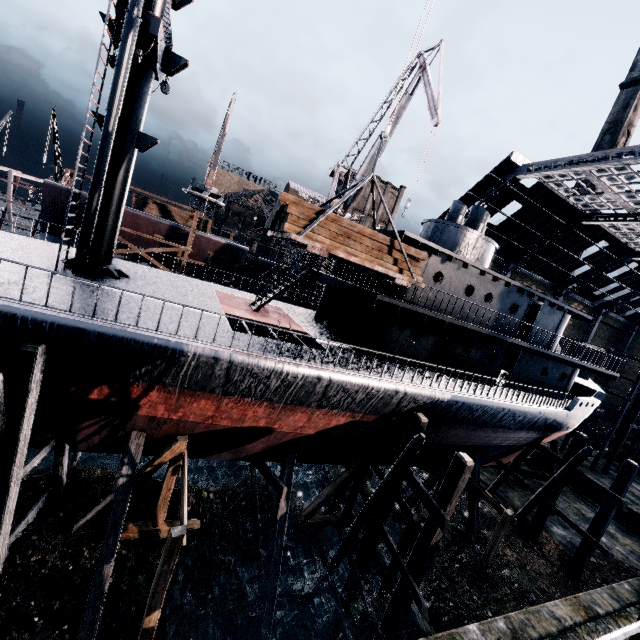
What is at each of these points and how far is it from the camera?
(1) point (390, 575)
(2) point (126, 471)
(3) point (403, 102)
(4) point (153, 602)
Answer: (1) wooden support structure, 13.22m
(2) wooden scaffolding, 11.83m
(3) crane, 25.20m
(4) wooden support structure, 9.20m

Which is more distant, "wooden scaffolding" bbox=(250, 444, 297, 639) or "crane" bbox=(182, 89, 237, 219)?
"crane" bbox=(182, 89, 237, 219)

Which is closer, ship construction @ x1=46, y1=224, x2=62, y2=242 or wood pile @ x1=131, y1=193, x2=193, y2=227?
ship construction @ x1=46, y1=224, x2=62, y2=242

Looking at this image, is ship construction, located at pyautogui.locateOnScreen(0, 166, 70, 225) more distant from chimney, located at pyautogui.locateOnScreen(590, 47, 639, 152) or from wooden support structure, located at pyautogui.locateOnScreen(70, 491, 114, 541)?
chimney, located at pyautogui.locateOnScreen(590, 47, 639, 152)

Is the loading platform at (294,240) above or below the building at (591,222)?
below

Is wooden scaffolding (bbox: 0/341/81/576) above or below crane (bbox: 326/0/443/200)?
below

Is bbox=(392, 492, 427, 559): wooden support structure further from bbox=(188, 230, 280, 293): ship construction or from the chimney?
the chimney

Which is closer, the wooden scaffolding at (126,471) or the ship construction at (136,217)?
the wooden scaffolding at (126,471)
